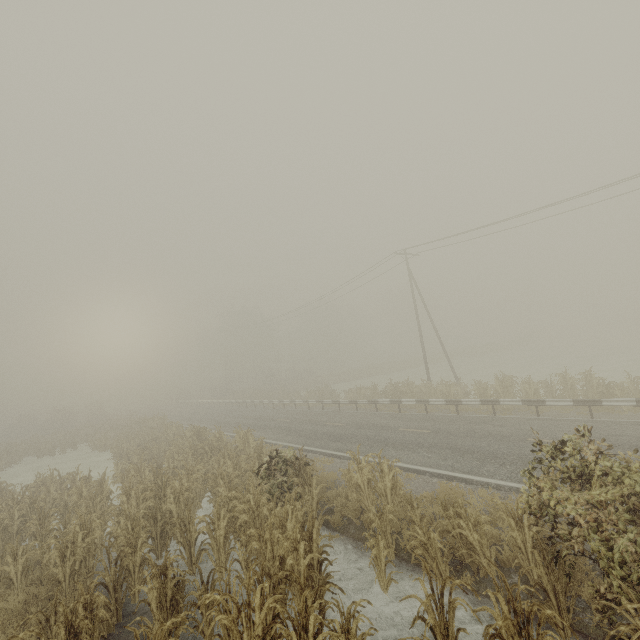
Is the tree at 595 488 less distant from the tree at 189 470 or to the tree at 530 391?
the tree at 530 391

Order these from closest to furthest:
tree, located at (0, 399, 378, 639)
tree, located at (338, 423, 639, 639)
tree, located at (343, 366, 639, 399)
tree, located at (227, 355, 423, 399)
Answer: tree, located at (338, 423, 639, 639) < tree, located at (0, 399, 378, 639) < tree, located at (343, 366, 639, 399) < tree, located at (227, 355, 423, 399)

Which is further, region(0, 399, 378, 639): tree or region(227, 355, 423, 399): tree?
region(227, 355, 423, 399): tree

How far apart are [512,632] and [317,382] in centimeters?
4601cm

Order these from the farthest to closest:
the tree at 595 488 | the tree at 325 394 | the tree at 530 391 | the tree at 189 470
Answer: the tree at 325 394 → the tree at 530 391 → the tree at 189 470 → the tree at 595 488

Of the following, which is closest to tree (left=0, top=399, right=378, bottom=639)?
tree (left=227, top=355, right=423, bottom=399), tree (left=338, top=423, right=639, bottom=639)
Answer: tree (left=227, top=355, right=423, bottom=399)
